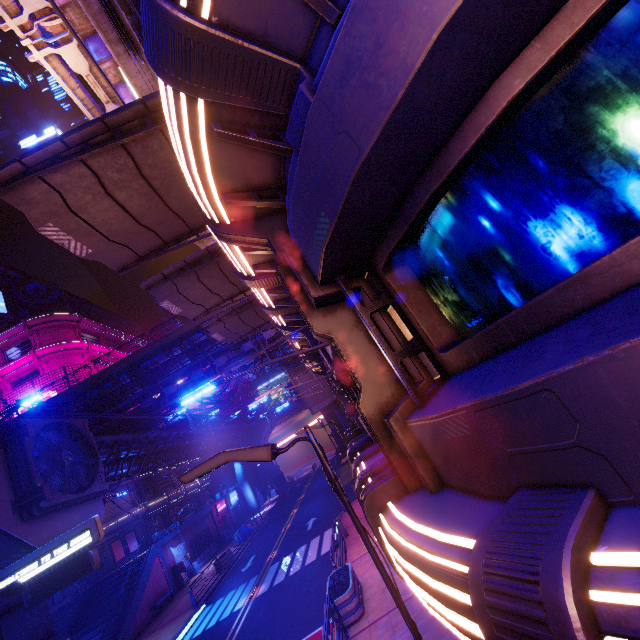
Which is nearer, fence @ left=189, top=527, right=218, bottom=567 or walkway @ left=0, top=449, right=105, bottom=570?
walkway @ left=0, top=449, right=105, bottom=570

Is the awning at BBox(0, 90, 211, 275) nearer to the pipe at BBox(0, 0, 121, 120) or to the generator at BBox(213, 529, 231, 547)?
the pipe at BBox(0, 0, 121, 120)

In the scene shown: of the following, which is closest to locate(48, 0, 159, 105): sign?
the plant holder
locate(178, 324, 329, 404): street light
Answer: locate(178, 324, 329, 404): street light

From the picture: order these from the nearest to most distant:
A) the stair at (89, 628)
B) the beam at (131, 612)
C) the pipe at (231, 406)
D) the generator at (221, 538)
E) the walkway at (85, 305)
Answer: the beam at (131, 612) < the stair at (89, 628) < the generator at (221, 538) < the pipe at (231, 406) < the walkway at (85, 305)

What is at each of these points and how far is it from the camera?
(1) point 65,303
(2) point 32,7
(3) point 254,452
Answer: (1) satellite dish, 45.44m
(2) pipe, 11.78m
(3) street light, 4.43m

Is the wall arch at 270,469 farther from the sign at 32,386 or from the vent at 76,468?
the vent at 76,468

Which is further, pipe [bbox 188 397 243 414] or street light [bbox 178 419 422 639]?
pipe [bbox 188 397 243 414]

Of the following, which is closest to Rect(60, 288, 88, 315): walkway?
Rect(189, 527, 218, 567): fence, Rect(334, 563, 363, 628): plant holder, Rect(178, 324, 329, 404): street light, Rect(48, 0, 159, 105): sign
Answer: Rect(48, 0, 159, 105): sign
